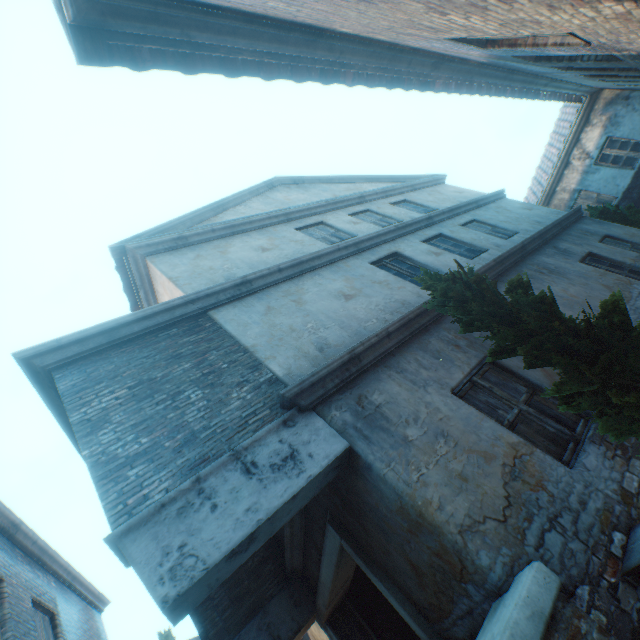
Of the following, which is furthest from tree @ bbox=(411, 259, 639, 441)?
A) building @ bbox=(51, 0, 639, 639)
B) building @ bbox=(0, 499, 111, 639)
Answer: building @ bbox=(0, 499, 111, 639)

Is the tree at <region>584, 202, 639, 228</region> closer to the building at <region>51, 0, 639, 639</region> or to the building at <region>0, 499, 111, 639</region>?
the building at <region>51, 0, 639, 639</region>

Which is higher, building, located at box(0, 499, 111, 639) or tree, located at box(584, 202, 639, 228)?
building, located at box(0, 499, 111, 639)

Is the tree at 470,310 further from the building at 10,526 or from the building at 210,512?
the building at 10,526

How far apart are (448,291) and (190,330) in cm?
355

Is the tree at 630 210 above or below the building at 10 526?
below
